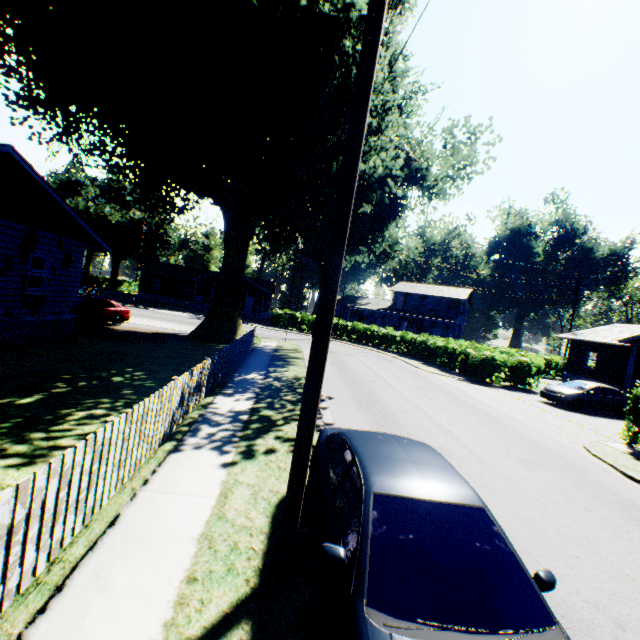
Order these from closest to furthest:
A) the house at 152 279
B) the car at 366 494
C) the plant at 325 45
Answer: the car at 366 494 < the plant at 325 45 < the house at 152 279

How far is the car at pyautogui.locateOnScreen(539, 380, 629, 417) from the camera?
18.0m

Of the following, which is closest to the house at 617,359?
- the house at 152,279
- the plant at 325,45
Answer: the plant at 325,45

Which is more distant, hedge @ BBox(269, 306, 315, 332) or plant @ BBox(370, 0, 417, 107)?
hedge @ BBox(269, 306, 315, 332)

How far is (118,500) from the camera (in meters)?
4.58

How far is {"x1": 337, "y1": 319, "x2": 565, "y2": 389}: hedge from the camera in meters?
22.9 m

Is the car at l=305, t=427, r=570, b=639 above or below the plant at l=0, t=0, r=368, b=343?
below

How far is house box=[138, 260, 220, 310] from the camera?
47.3 meters
